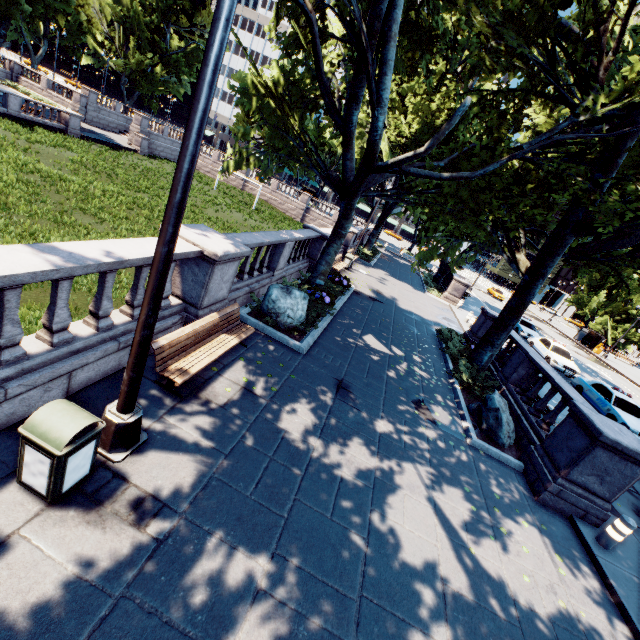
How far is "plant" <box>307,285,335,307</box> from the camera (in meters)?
12.30

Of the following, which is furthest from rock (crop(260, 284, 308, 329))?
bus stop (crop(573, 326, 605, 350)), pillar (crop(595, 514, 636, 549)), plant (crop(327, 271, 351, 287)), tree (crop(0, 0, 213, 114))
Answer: bus stop (crop(573, 326, 605, 350))

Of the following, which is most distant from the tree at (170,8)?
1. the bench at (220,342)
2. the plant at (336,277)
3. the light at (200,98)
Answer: the bench at (220,342)

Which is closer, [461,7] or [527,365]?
[461,7]

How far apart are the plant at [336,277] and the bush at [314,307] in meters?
3.0

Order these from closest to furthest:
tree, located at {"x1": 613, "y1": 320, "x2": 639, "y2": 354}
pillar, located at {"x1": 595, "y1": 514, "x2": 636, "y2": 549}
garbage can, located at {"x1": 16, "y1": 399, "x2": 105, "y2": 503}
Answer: garbage can, located at {"x1": 16, "y1": 399, "x2": 105, "y2": 503}
pillar, located at {"x1": 595, "y1": 514, "x2": 636, "y2": 549}
tree, located at {"x1": 613, "y1": 320, "x2": 639, "y2": 354}

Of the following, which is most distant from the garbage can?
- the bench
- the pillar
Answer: the pillar

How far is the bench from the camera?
5.5 meters
